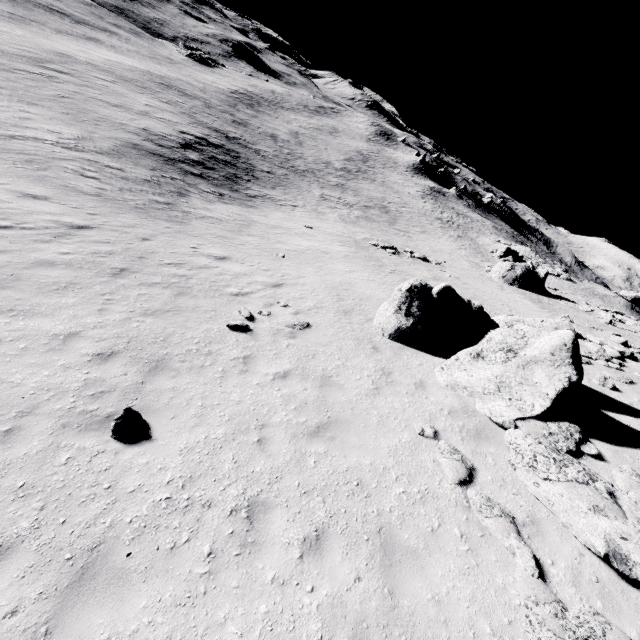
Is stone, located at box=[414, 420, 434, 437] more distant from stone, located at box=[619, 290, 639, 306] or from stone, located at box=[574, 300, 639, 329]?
stone, located at box=[619, 290, 639, 306]

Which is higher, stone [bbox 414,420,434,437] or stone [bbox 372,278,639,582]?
stone [bbox 372,278,639,582]

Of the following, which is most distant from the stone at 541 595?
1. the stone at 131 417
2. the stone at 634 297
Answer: the stone at 634 297

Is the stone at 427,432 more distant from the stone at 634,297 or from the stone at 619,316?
the stone at 634,297

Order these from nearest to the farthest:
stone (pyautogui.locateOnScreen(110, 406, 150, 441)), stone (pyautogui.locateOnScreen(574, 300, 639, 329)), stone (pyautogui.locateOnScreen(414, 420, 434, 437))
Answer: stone (pyautogui.locateOnScreen(110, 406, 150, 441)), stone (pyautogui.locateOnScreen(414, 420, 434, 437)), stone (pyautogui.locateOnScreen(574, 300, 639, 329))

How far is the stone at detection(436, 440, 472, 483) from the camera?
6.7m

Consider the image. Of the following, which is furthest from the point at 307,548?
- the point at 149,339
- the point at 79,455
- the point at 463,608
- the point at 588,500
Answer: the point at 149,339

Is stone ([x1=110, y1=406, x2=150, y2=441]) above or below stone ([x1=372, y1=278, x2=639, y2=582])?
below
